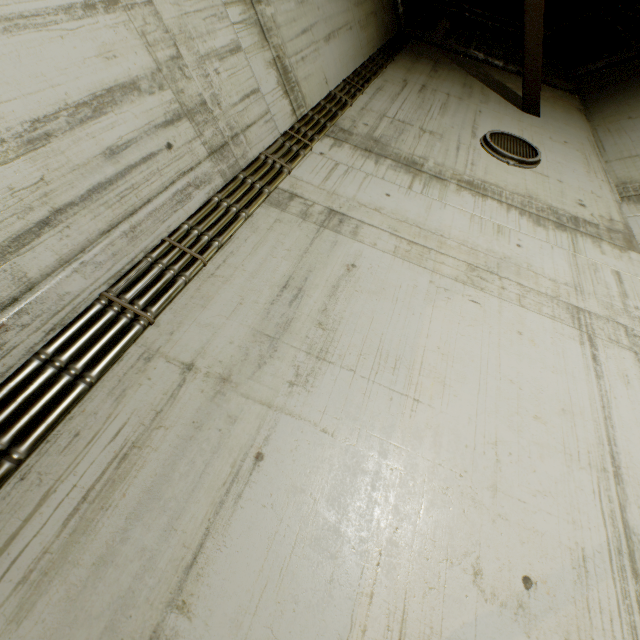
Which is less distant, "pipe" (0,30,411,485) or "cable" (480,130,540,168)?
"pipe" (0,30,411,485)

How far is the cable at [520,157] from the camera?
4.13m

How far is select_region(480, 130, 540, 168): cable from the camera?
4.1m

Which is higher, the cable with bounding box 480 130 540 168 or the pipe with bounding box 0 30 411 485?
the cable with bounding box 480 130 540 168

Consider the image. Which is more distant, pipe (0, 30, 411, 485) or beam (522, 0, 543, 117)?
beam (522, 0, 543, 117)

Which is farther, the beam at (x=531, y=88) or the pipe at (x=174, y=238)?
the beam at (x=531, y=88)

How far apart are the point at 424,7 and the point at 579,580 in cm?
1279

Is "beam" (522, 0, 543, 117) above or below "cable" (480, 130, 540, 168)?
above
